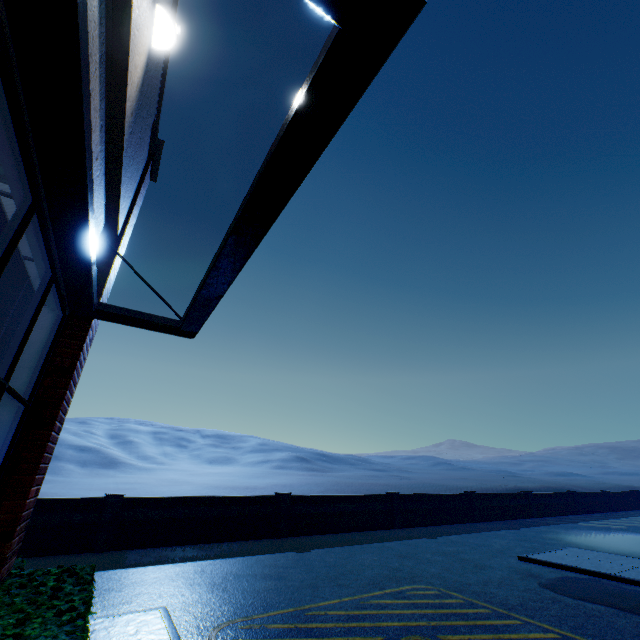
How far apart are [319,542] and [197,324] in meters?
11.1

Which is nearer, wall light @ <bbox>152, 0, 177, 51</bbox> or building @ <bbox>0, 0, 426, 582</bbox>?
building @ <bbox>0, 0, 426, 582</bbox>

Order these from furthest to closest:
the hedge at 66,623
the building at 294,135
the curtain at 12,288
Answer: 1. the curtain at 12,288
2. the hedge at 66,623
3. the building at 294,135

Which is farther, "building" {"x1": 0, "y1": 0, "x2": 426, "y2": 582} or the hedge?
the hedge

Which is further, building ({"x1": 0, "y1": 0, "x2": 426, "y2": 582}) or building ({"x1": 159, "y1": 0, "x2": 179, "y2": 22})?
building ({"x1": 159, "y1": 0, "x2": 179, "y2": 22})

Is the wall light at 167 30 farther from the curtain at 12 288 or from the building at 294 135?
the curtain at 12 288

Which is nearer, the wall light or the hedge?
the hedge

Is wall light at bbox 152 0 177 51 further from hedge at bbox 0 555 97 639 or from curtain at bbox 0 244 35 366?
hedge at bbox 0 555 97 639
